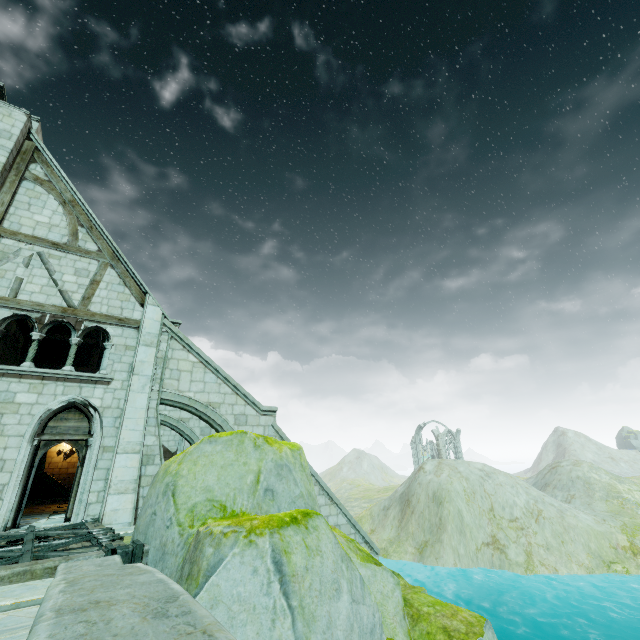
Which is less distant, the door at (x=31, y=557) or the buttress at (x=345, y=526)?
the door at (x=31, y=557)

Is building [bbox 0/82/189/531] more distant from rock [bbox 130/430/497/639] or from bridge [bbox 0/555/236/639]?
bridge [bbox 0/555/236/639]

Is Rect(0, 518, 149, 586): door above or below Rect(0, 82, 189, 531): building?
below

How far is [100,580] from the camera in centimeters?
235cm

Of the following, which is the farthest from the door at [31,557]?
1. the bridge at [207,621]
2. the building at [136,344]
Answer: the bridge at [207,621]

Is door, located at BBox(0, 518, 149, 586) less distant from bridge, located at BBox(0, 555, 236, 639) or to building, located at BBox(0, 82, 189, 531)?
building, located at BBox(0, 82, 189, 531)

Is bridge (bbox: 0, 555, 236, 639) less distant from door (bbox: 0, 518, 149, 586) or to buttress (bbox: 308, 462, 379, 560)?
door (bbox: 0, 518, 149, 586)

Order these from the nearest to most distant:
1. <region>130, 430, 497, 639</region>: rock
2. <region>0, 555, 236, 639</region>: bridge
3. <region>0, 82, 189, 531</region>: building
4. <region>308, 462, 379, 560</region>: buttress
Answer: <region>0, 555, 236, 639</region>: bridge
<region>130, 430, 497, 639</region>: rock
<region>0, 82, 189, 531</region>: building
<region>308, 462, 379, 560</region>: buttress
